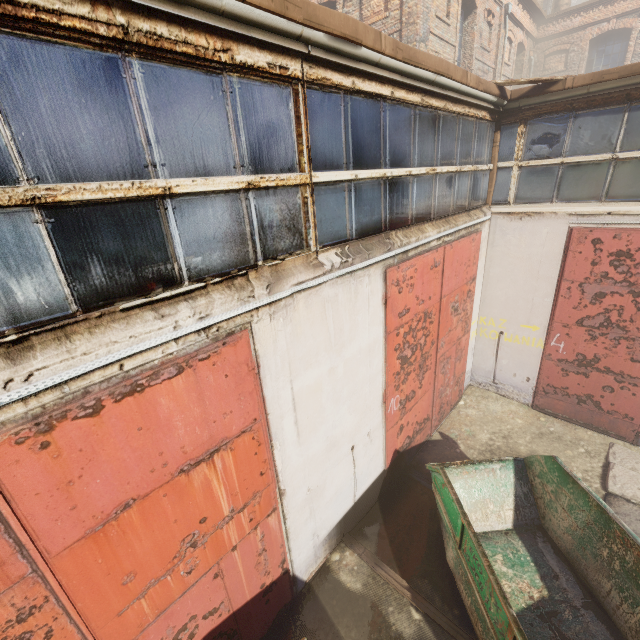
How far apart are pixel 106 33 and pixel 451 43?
16.17m

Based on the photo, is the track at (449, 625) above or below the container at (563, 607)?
below

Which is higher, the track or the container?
the container
